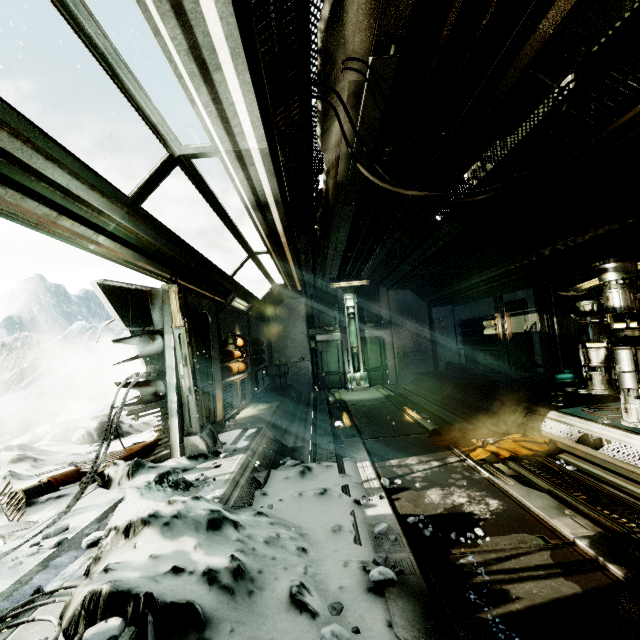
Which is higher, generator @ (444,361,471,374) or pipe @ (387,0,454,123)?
pipe @ (387,0,454,123)

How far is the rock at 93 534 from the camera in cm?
276

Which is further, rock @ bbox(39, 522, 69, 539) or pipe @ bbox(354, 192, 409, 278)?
pipe @ bbox(354, 192, 409, 278)

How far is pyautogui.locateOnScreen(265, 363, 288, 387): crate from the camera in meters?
12.4 m

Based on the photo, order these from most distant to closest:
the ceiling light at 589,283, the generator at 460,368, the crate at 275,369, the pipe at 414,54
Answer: the crate at 275,369
the generator at 460,368
the ceiling light at 589,283
the pipe at 414,54

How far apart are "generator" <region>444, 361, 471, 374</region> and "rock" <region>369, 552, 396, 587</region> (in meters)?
9.92

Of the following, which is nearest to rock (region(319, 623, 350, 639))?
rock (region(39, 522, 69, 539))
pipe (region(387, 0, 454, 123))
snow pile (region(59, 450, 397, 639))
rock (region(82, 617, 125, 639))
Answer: snow pile (region(59, 450, 397, 639))

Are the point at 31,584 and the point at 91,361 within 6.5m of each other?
no
